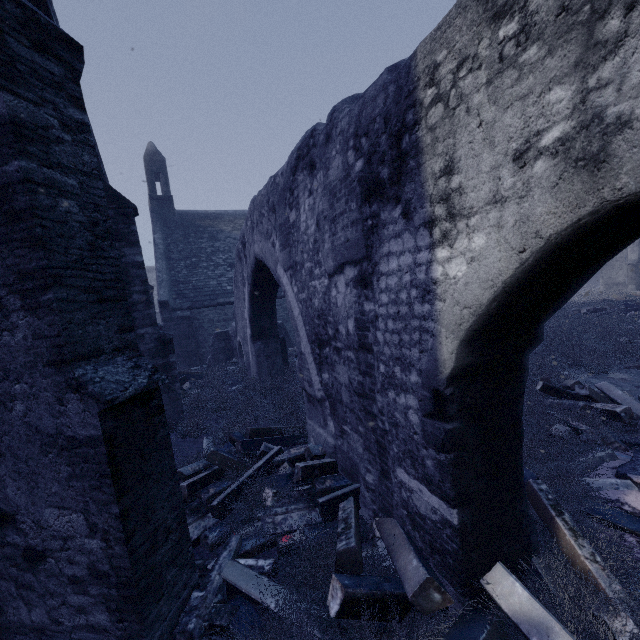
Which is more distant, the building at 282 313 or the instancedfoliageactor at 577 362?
the building at 282 313

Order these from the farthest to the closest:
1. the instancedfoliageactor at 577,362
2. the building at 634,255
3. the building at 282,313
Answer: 1. the building at 634,255
2. the building at 282,313
3. the instancedfoliageactor at 577,362

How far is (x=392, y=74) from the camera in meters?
2.3 m

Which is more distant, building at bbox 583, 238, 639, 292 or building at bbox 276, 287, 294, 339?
building at bbox 583, 238, 639, 292

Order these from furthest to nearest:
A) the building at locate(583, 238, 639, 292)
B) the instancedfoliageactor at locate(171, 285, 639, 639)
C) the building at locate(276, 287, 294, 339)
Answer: the building at locate(583, 238, 639, 292) < the building at locate(276, 287, 294, 339) < the instancedfoliageactor at locate(171, 285, 639, 639)

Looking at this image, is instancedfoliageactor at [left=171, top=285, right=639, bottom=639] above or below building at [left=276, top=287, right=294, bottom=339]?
below
